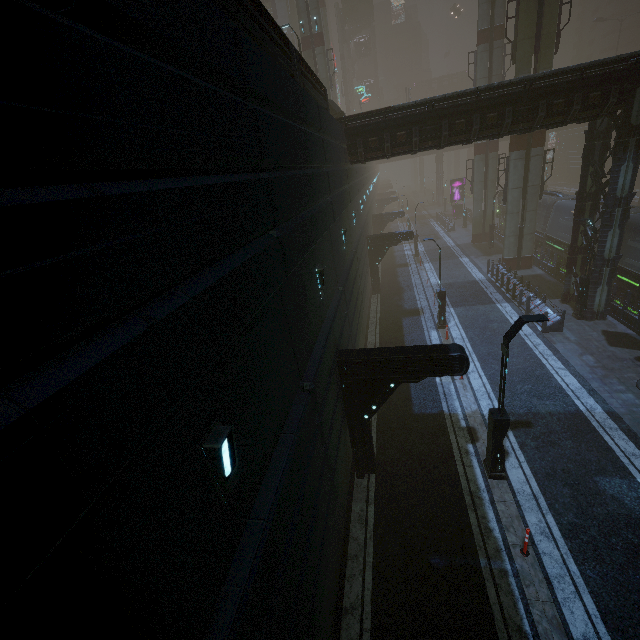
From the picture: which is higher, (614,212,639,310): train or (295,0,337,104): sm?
(295,0,337,104): sm

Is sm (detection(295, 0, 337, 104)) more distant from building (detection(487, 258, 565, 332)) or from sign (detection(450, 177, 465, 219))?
sign (detection(450, 177, 465, 219))

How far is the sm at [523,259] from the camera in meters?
23.1 m

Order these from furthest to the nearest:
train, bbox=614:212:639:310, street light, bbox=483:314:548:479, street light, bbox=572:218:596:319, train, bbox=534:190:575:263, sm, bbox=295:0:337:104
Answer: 1. sm, bbox=295:0:337:104
2. train, bbox=534:190:575:263
3. train, bbox=614:212:639:310
4. street light, bbox=572:218:596:319
5. street light, bbox=483:314:548:479

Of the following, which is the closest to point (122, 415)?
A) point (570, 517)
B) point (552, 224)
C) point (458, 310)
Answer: point (570, 517)

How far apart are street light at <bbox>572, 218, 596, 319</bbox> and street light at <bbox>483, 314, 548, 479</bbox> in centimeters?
1187cm

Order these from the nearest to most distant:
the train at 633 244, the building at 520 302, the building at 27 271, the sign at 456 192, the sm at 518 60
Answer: the building at 27 271, the building at 520 302, the train at 633 244, the sm at 518 60, the sign at 456 192

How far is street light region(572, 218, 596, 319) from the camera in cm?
1641
